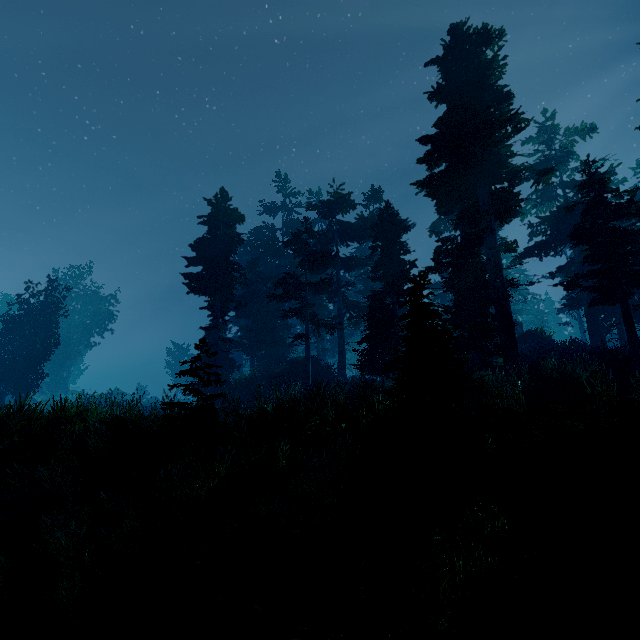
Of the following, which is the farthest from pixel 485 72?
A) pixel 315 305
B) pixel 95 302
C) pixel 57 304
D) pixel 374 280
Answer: pixel 95 302

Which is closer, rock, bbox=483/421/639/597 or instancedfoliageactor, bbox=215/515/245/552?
rock, bbox=483/421/639/597

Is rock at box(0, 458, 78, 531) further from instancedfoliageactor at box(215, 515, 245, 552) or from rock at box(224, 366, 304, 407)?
rock at box(224, 366, 304, 407)

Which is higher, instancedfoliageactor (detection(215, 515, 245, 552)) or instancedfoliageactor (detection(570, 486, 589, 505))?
instancedfoliageactor (detection(570, 486, 589, 505))

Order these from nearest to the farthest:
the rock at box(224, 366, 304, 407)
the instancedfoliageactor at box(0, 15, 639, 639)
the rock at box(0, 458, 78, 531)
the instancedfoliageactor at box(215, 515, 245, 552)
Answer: the instancedfoliageactor at box(0, 15, 639, 639)
the instancedfoliageactor at box(215, 515, 245, 552)
the rock at box(0, 458, 78, 531)
the rock at box(224, 366, 304, 407)

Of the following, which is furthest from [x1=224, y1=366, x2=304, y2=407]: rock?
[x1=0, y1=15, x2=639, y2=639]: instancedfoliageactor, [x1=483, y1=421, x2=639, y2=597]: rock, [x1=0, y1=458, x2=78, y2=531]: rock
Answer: [x1=483, y1=421, x2=639, y2=597]: rock

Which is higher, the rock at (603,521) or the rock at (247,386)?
the rock at (247,386)

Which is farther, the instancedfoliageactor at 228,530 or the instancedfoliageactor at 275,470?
the instancedfoliageactor at 275,470
